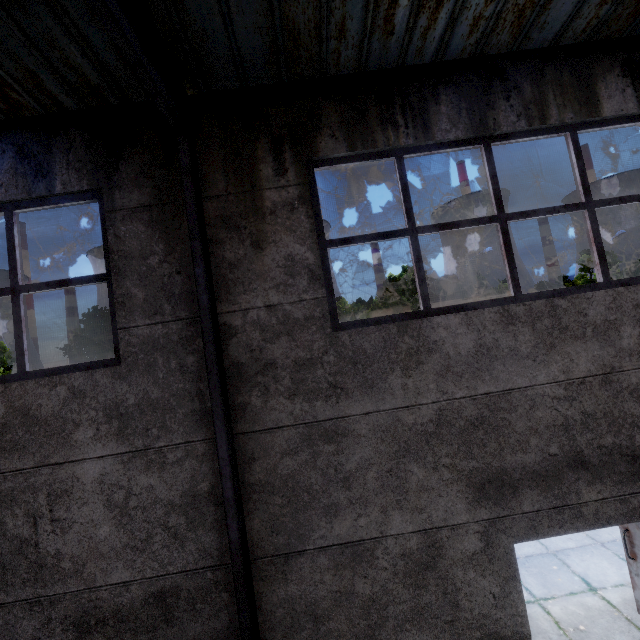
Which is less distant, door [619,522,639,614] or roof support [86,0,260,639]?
roof support [86,0,260,639]

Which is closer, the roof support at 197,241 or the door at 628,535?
the roof support at 197,241

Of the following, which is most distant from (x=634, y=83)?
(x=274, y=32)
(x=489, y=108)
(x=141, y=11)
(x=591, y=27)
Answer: (x=141, y=11)

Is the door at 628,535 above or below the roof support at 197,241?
below

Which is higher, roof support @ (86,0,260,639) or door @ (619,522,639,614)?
roof support @ (86,0,260,639)
